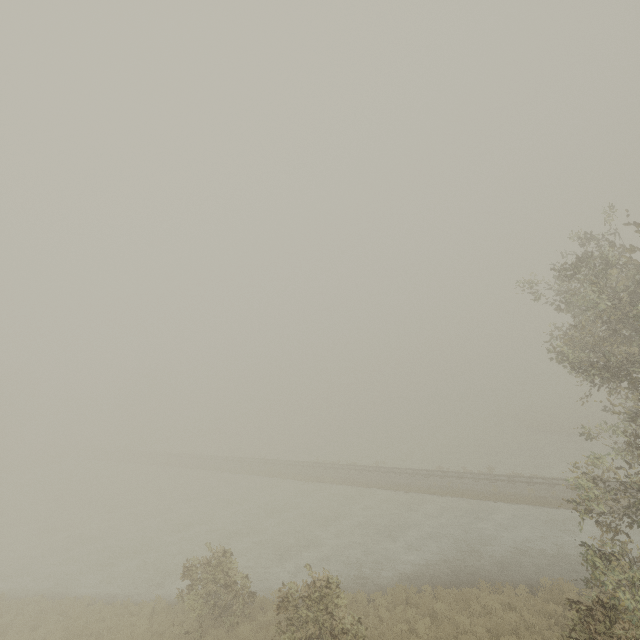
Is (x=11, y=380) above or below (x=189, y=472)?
above
